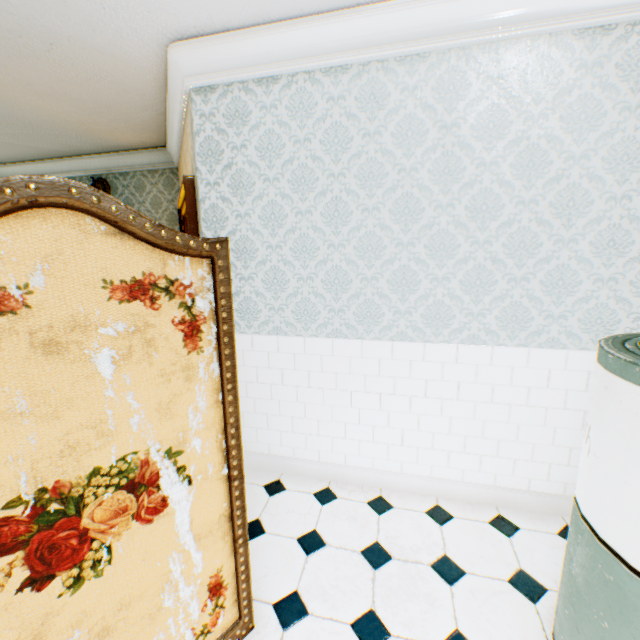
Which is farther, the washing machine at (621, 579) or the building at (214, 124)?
the building at (214, 124)

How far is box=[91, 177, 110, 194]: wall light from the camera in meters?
4.5 m

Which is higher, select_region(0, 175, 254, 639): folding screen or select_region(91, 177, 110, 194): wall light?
select_region(91, 177, 110, 194): wall light

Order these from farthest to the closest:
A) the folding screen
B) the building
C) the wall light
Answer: the wall light
the building
the folding screen

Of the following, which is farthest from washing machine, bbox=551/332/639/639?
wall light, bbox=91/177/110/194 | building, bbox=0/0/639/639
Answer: wall light, bbox=91/177/110/194

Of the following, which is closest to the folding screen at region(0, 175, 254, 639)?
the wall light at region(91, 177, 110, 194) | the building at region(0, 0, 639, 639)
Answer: the building at region(0, 0, 639, 639)

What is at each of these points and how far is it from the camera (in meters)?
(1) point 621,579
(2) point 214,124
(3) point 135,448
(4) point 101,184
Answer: (1) washing machine, 1.10
(2) building, 2.28
(3) folding screen, 1.08
(4) wall light, 4.49

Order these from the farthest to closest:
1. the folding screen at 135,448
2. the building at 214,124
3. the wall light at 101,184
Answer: the wall light at 101,184 → the building at 214,124 → the folding screen at 135,448
